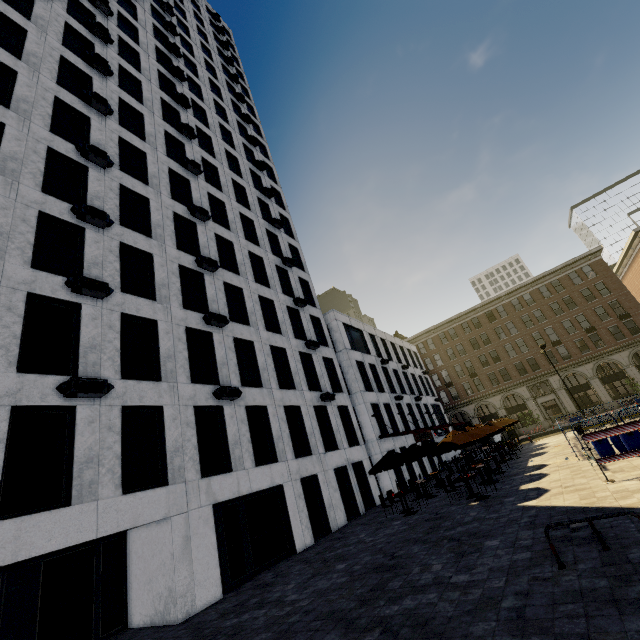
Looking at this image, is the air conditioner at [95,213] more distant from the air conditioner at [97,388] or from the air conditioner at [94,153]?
the air conditioner at [97,388]

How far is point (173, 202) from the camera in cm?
1953

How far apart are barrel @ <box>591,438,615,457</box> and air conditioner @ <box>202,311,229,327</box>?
18.1m

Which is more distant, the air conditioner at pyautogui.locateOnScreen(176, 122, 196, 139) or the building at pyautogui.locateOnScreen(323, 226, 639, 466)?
the building at pyautogui.locateOnScreen(323, 226, 639, 466)

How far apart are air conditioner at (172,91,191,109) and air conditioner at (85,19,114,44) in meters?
4.3

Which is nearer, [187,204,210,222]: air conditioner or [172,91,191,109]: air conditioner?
[187,204,210,222]: air conditioner

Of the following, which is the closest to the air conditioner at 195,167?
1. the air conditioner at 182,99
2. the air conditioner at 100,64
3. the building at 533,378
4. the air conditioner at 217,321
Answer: the air conditioner at 100,64

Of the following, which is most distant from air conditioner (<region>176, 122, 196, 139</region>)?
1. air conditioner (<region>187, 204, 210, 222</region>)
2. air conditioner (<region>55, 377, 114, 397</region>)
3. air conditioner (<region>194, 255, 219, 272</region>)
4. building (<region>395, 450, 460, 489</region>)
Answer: air conditioner (<region>55, 377, 114, 397</region>)
